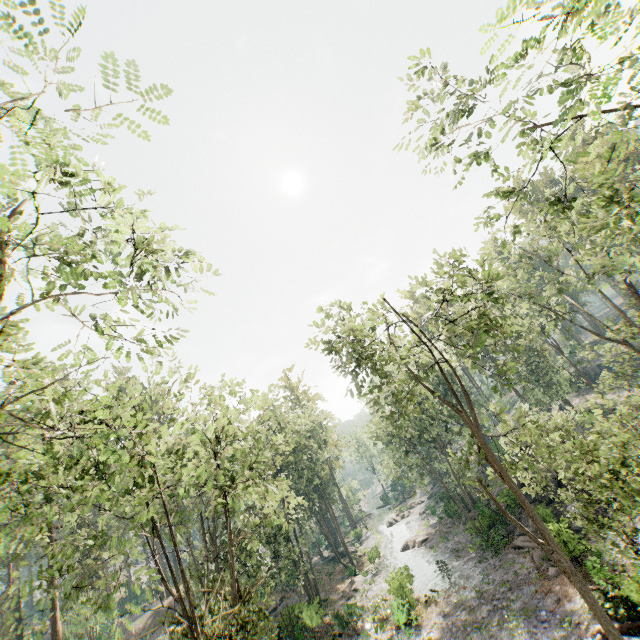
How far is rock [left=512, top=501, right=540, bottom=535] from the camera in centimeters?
2642cm

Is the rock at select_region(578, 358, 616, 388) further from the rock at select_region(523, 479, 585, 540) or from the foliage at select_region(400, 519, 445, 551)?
the rock at select_region(523, 479, 585, 540)

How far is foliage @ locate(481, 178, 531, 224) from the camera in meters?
12.5 m

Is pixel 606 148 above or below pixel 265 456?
above

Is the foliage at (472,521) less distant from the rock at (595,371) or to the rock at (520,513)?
the rock at (520,513)

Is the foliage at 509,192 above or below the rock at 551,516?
above

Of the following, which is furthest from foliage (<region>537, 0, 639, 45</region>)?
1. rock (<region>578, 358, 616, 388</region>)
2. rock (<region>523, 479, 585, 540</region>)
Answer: rock (<region>578, 358, 616, 388</region>)
